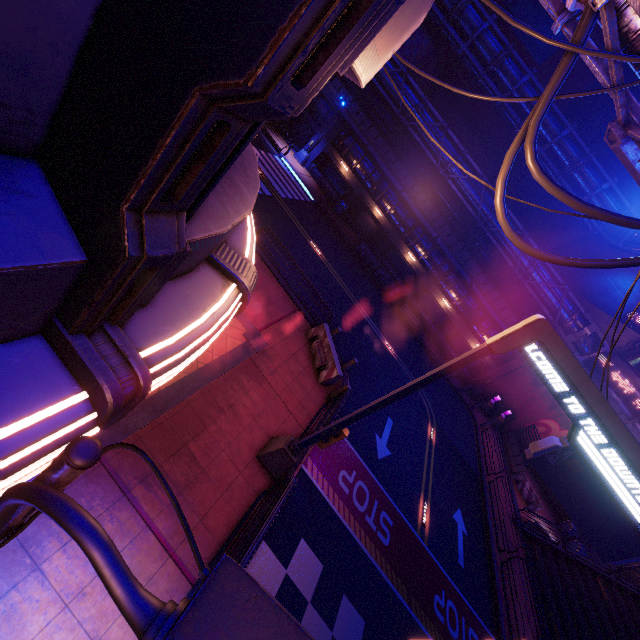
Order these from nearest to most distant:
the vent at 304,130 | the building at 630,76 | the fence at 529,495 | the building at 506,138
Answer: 1. the fence at 529,495
2. the vent at 304,130
3. the building at 506,138
4. the building at 630,76

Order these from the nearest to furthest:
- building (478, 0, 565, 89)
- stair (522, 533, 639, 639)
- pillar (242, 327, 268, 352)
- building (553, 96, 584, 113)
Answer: pillar (242, 327, 268, 352) → stair (522, 533, 639, 639) → building (478, 0, 565, 89) → building (553, 96, 584, 113)

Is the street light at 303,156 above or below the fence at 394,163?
below

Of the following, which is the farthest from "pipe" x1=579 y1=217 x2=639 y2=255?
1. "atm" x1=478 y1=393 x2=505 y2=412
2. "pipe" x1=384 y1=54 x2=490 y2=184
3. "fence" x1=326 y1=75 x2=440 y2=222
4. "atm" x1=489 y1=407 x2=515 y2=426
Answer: "atm" x1=489 y1=407 x2=515 y2=426

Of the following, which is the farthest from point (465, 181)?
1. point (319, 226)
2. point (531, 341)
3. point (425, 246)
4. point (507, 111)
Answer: point (531, 341)

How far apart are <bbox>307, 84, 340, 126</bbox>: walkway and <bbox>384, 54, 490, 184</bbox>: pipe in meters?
2.8

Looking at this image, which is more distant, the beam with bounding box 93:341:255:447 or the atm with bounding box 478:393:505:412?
the atm with bounding box 478:393:505:412

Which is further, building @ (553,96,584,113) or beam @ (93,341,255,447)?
building @ (553,96,584,113)
